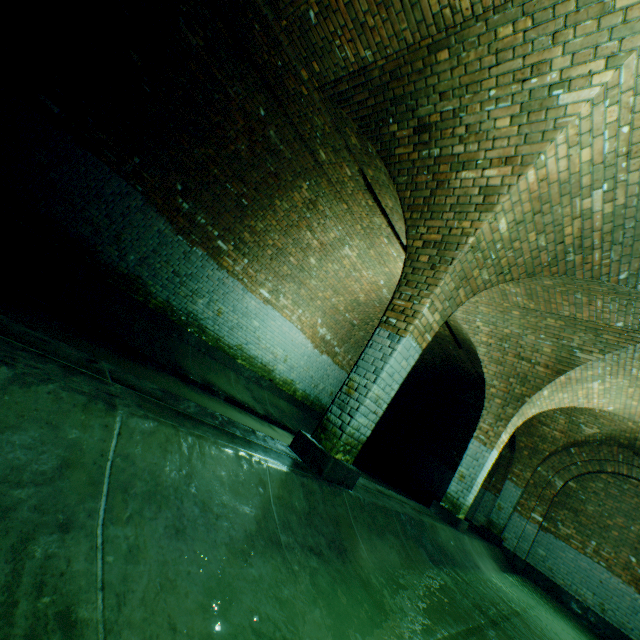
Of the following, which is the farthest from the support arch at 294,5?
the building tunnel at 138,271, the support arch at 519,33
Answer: the support arch at 519,33

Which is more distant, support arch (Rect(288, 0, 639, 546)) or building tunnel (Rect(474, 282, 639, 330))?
building tunnel (Rect(474, 282, 639, 330))

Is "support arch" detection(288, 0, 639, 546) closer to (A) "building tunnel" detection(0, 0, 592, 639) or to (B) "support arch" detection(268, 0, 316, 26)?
(A) "building tunnel" detection(0, 0, 592, 639)

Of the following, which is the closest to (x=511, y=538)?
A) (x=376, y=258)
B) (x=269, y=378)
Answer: (x=269, y=378)

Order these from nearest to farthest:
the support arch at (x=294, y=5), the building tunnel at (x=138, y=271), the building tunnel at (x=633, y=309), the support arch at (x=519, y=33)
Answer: the building tunnel at (x=138, y=271) < the support arch at (x=519, y=33) < the support arch at (x=294, y=5) < the building tunnel at (x=633, y=309)

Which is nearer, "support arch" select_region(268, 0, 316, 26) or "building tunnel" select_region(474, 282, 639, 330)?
"support arch" select_region(268, 0, 316, 26)

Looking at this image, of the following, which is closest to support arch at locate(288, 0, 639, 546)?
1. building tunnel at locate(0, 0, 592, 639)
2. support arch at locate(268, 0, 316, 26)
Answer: building tunnel at locate(0, 0, 592, 639)
